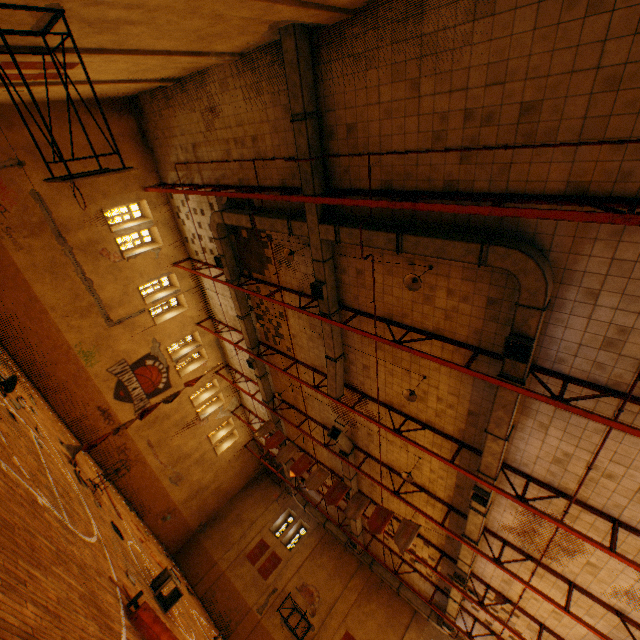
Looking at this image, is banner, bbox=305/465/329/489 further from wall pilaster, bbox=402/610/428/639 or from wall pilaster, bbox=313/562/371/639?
wall pilaster, bbox=402/610/428/639

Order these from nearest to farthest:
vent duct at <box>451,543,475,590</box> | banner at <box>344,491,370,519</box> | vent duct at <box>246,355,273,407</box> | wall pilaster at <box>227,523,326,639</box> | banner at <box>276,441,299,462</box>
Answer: vent duct at <box>451,543,475,590</box> → banner at <box>344,491,370,519</box> → banner at <box>276,441,299,462</box> → vent duct at <box>246,355,273,407</box> → wall pilaster at <box>227,523,326,639</box>

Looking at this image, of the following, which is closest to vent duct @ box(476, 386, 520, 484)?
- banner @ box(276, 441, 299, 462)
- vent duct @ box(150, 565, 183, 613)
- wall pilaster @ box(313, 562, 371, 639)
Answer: wall pilaster @ box(313, 562, 371, 639)

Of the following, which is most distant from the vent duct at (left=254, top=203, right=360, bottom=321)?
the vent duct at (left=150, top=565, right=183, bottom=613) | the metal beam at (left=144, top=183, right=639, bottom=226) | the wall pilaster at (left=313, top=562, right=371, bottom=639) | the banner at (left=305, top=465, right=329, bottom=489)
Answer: the vent duct at (left=150, top=565, right=183, bottom=613)

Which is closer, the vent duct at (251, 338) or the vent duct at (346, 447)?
the vent duct at (346, 447)

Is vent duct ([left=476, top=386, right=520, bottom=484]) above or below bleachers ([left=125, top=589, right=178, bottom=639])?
above

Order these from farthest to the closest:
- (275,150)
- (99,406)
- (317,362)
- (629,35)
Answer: (99,406)
(317,362)
(275,150)
(629,35)

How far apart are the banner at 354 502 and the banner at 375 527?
0.3 meters
